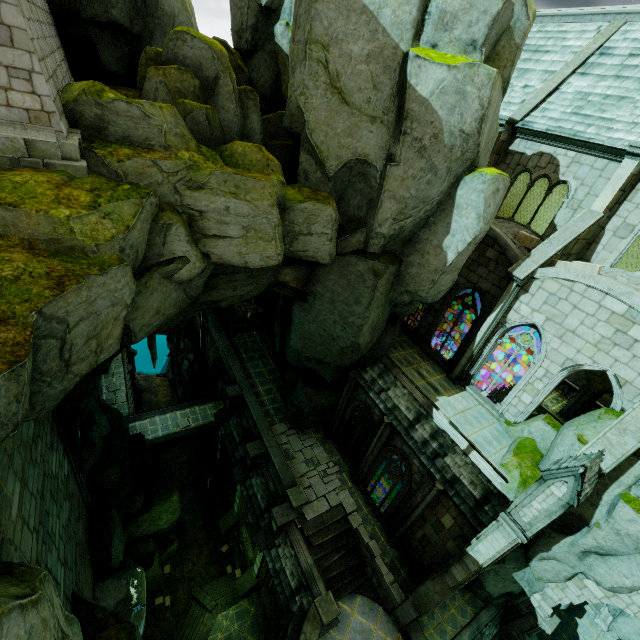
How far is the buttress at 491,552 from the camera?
10.8 meters

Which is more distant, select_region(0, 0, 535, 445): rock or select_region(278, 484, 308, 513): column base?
select_region(278, 484, 308, 513): column base

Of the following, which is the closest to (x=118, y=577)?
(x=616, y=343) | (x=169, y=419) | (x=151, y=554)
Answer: (x=151, y=554)

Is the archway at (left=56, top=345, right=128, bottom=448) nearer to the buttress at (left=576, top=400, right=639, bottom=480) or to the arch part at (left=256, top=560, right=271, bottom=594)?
the arch part at (left=256, top=560, right=271, bottom=594)

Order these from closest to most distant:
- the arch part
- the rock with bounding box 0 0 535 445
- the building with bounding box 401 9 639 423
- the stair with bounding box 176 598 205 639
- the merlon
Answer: the rock with bounding box 0 0 535 445
the merlon
the building with bounding box 401 9 639 423
the arch part
the stair with bounding box 176 598 205 639

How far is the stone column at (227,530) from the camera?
19.0 meters

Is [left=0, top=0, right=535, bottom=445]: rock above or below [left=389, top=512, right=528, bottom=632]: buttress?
above

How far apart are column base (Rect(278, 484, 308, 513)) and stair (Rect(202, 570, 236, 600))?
9.2m
